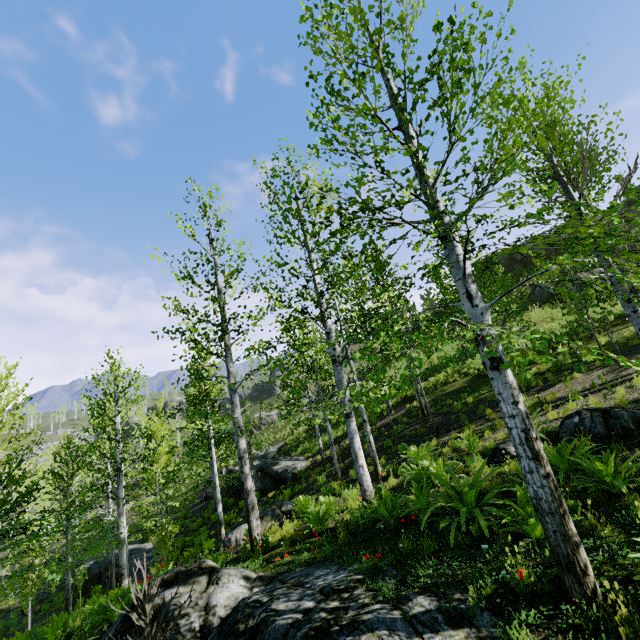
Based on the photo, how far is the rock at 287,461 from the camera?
19.6m

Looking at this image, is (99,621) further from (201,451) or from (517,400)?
(201,451)

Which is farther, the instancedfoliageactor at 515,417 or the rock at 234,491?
the rock at 234,491

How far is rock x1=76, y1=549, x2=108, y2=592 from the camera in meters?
20.5 m

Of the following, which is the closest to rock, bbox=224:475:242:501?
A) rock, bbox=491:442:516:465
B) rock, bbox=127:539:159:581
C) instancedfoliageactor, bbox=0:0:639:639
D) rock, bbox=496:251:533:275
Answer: rock, bbox=127:539:159:581

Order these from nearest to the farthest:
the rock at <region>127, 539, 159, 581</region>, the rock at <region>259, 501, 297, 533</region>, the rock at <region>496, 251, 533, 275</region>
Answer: the rock at <region>259, 501, 297, 533</region>
the rock at <region>127, 539, 159, 581</region>
the rock at <region>496, 251, 533, 275</region>

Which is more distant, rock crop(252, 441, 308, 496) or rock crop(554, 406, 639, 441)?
rock crop(252, 441, 308, 496)
